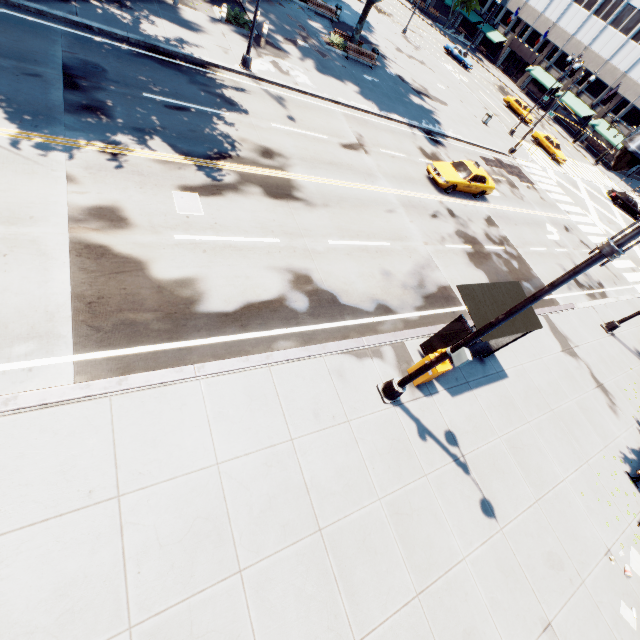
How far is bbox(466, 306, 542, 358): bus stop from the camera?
9.06m

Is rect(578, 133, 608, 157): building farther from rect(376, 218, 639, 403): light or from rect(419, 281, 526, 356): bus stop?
rect(419, 281, 526, 356): bus stop

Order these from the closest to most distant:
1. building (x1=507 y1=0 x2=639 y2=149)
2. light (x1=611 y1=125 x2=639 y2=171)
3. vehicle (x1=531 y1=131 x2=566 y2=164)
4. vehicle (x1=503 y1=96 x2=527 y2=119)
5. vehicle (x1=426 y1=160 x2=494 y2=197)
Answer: A: light (x1=611 y1=125 x2=639 y2=171) < vehicle (x1=426 y1=160 x2=494 y2=197) < vehicle (x1=531 y1=131 x2=566 y2=164) < vehicle (x1=503 y1=96 x2=527 y2=119) < building (x1=507 y1=0 x2=639 y2=149)

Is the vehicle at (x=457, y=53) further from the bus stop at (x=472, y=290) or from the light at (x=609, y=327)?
the bus stop at (x=472, y=290)

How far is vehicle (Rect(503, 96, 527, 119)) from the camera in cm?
4247

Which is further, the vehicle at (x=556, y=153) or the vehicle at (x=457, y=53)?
the vehicle at (x=457, y=53)

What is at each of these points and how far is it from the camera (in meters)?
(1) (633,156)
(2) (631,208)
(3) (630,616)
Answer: (1) light, 4.39
(2) vehicle, 37.25
(3) instancedfoliageactor, 8.55
